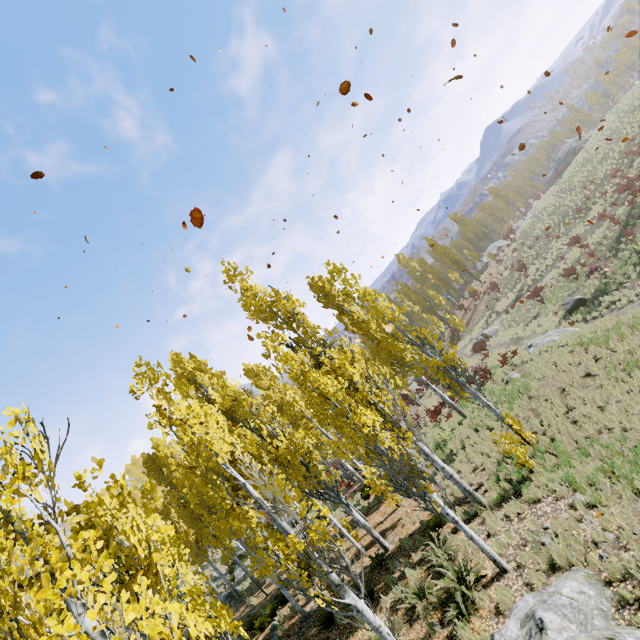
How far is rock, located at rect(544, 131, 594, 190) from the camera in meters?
50.0

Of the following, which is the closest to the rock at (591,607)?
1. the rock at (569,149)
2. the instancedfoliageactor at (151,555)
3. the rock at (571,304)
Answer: the instancedfoliageactor at (151,555)

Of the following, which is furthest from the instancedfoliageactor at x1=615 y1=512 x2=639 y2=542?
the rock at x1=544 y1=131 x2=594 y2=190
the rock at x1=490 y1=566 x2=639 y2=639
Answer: the rock at x1=544 y1=131 x2=594 y2=190

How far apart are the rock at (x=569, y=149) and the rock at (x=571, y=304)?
42.73m

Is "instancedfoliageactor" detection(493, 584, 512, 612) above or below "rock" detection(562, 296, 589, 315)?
above

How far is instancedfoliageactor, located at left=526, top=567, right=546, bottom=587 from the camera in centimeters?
682cm

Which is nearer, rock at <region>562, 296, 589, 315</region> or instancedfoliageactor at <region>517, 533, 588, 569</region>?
instancedfoliageactor at <region>517, 533, 588, 569</region>

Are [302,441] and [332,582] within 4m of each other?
no
